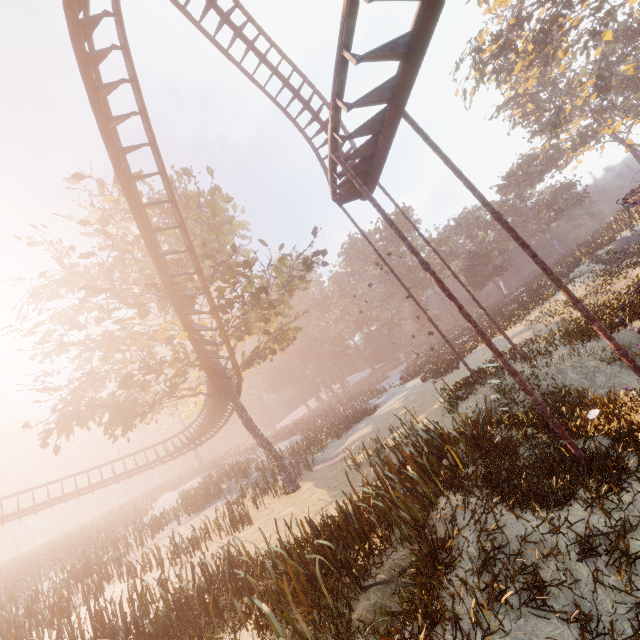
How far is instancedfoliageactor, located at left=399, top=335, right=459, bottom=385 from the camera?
23.2m

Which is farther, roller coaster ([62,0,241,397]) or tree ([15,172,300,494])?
tree ([15,172,300,494])

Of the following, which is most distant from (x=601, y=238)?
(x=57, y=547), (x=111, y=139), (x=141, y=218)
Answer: (x=57, y=547)

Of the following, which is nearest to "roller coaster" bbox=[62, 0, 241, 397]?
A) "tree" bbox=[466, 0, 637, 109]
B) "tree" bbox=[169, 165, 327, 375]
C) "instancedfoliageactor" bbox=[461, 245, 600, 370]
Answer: "tree" bbox=[169, 165, 327, 375]

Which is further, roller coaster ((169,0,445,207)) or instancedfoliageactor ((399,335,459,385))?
instancedfoliageactor ((399,335,459,385))

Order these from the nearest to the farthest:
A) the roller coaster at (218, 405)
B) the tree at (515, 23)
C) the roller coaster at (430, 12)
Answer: the roller coaster at (430, 12)
the roller coaster at (218, 405)
the tree at (515, 23)

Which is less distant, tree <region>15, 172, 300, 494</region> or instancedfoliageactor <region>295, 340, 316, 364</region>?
tree <region>15, 172, 300, 494</region>

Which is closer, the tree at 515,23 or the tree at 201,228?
the tree at 201,228
